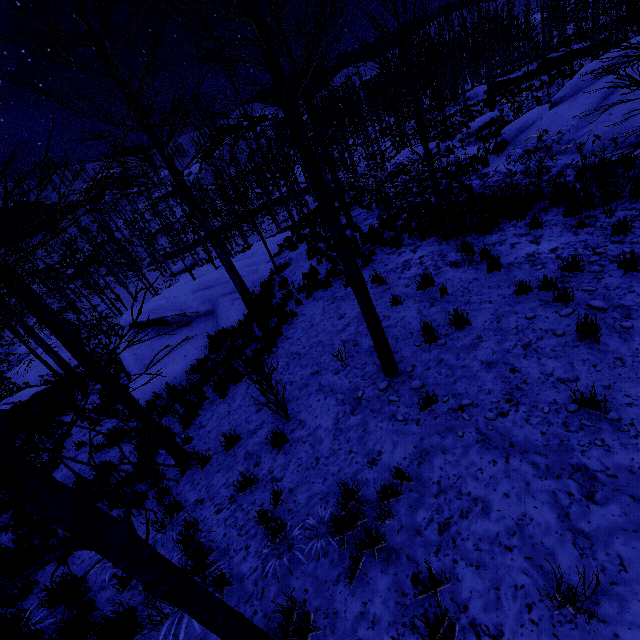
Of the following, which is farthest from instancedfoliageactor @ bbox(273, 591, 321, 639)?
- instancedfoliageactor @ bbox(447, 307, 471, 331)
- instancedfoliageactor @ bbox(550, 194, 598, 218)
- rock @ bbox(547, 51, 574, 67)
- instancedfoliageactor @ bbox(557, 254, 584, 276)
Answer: rock @ bbox(547, 51, 574, 67)

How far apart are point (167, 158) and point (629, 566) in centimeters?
979cm

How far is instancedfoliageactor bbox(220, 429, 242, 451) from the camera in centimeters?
586cm

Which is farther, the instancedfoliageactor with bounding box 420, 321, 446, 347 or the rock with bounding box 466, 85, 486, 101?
the rock with bounding box 466, 85, 486, 101

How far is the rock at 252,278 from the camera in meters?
14.8

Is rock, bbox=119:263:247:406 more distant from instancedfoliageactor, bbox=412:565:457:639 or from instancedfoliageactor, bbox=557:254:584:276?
instancedfoliageactor, bbox=557:254:584:276

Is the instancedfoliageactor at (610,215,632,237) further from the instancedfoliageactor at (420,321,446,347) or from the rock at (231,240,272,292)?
the rock at (231,240,272,292)

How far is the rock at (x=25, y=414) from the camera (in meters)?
11.70
